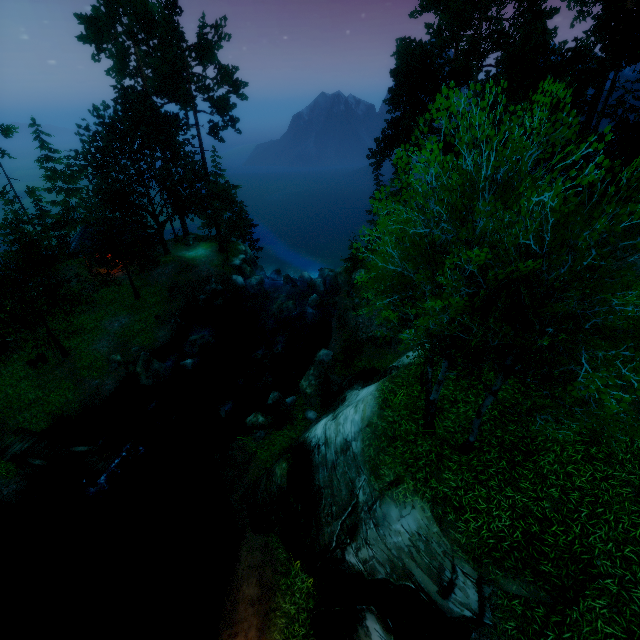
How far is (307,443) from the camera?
14.46m

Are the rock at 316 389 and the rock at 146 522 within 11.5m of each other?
yes

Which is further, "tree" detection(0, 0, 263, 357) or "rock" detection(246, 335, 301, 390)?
"tree" detection(0, 0, 263, 357)

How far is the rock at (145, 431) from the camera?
19.31m

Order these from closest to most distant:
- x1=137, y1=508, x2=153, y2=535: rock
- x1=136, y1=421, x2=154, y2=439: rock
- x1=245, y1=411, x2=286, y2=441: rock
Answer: x1=137, y1=508, x2=153, y2=535: rock → x1=245, y1=411, x2=286, y2=441: rock → x1=136, y1=421, x2=154, y2=439: rock

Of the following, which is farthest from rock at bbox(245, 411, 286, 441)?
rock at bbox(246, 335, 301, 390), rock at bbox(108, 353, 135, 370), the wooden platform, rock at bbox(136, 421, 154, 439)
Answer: rock at bbox(108, 353, 135, 370)

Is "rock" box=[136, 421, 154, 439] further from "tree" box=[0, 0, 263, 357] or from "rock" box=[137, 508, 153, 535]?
"tree" box=[0, 0, 263, 357]

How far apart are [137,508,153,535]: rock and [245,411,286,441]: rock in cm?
561
